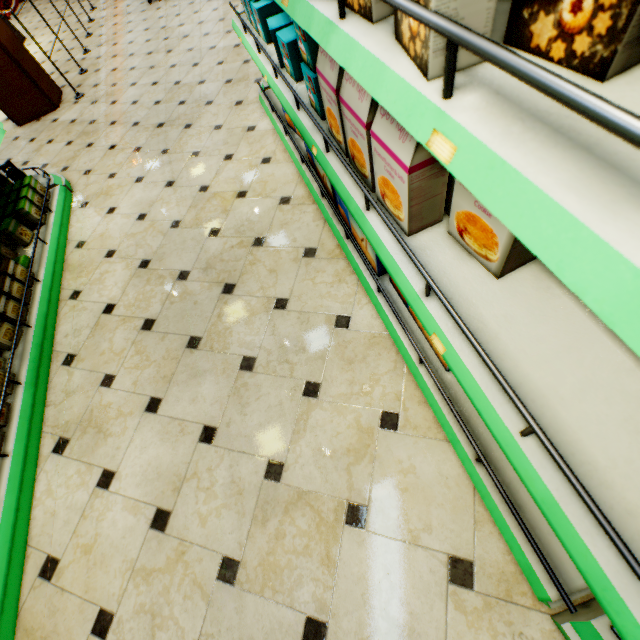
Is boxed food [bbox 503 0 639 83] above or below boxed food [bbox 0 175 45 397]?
above

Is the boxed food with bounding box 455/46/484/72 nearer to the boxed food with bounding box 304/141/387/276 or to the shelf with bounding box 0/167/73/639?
the boxed food with bounding box 304/141/387/276

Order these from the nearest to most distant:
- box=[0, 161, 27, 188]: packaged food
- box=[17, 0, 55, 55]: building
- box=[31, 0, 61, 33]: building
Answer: box=[0, 161, 27, 188]: packaged food < box=[17, 0, 55, 55]: building < box=[31, 0, 61, 33]: building

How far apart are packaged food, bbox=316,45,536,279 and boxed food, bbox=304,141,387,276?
0.3 meters

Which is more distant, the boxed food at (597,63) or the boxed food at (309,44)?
the boxed food at (309,44)

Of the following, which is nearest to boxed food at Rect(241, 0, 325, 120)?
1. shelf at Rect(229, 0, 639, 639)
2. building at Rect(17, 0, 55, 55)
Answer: shelf at Rect(229, 0, 639, 639)

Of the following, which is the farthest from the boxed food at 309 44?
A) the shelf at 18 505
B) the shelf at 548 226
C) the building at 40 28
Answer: the shelf at 18 505

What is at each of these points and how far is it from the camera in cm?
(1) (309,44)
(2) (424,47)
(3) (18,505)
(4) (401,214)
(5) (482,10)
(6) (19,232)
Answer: (1) boxed food, 141
(2) boxed food, 54
(3) shelf, 174
(4) packaged food, 112
(5) boxed food, 49
(6) boxed food, 279
